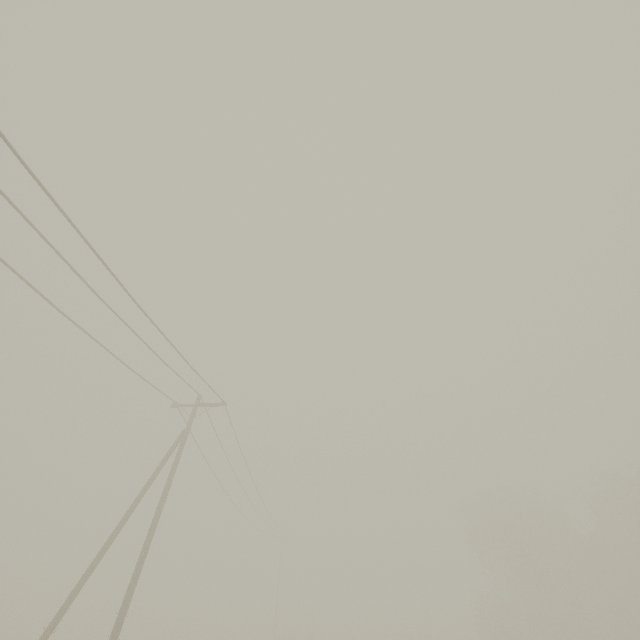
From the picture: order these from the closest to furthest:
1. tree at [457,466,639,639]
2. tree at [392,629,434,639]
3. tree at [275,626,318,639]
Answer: tree at [457,466,639,639]
tree at [275,626,318,639]
tree at [392,629,434,639]

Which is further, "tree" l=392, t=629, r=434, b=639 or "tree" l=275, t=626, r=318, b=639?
"tree" l=392, t=629, r=434, b=639

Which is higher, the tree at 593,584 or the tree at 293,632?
the tree at 593,584

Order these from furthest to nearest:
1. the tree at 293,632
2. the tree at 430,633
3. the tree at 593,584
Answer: the tree at 430,633, the tree at 293,632, the tree at 593,584

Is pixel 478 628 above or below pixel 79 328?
below

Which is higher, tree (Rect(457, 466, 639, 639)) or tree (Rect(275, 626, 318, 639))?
tree (Rect(457, 466, 639, 639))

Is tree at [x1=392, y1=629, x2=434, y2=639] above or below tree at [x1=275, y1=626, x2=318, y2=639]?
above

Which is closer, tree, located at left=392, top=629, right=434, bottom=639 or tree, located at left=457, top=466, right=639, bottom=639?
tree, located at left=457, top=466, right=639, bottom=639
